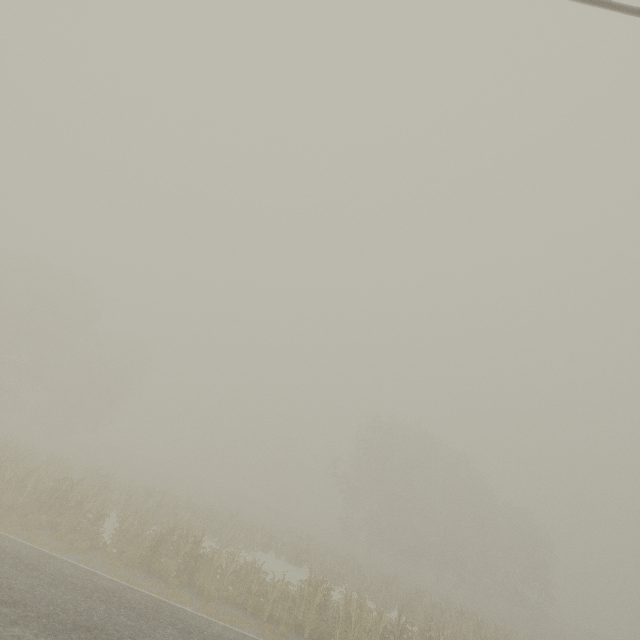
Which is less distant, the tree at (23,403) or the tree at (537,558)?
the tree at (537,558)

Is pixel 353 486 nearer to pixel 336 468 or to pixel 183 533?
pixel 336 468

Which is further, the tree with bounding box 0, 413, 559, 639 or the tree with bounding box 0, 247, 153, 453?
the tree with bounding box 0, 247, 153, 453
